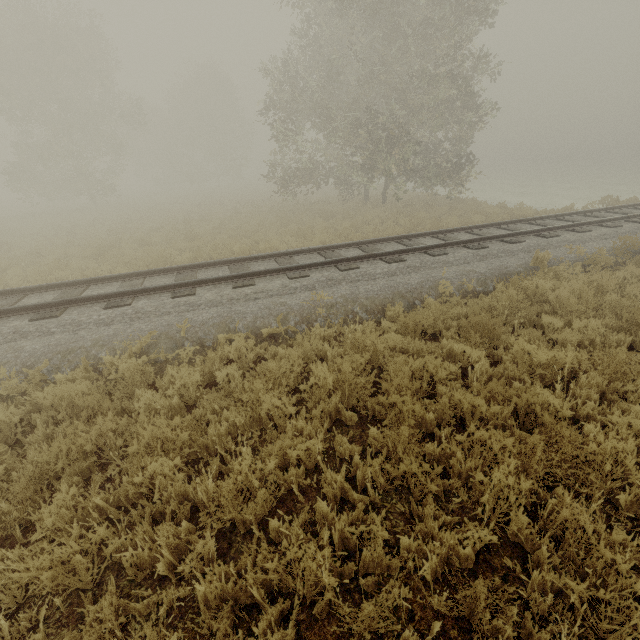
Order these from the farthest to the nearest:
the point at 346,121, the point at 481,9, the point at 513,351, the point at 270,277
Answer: the point at 346,121 → the point at 481,9 → the point at 270,277 → the point at 513,351
